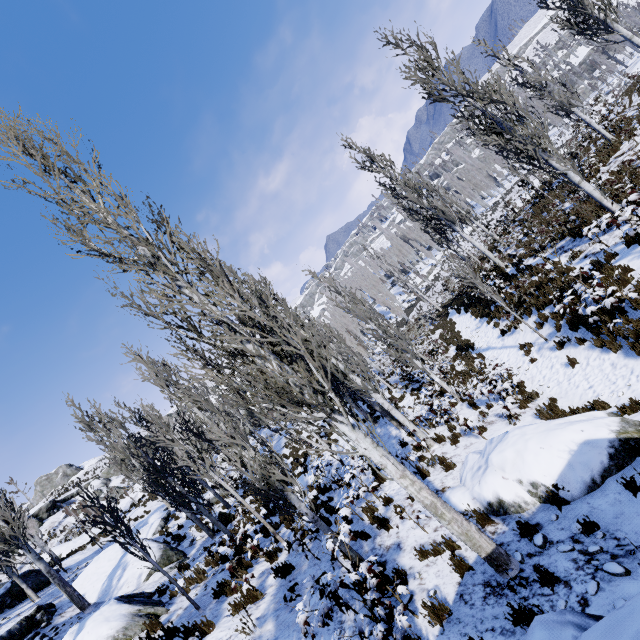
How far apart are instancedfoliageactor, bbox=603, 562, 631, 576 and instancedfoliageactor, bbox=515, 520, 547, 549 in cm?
92

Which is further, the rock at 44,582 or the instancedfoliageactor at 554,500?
the rock at 44,582

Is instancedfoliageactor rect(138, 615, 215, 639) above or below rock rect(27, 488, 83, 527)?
below

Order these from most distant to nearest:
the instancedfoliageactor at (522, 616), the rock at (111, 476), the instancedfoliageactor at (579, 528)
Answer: the rock at (111, 476) → the instancedfoliageactor at (579, 528) → the instancedfoliageactor at (522, 616)

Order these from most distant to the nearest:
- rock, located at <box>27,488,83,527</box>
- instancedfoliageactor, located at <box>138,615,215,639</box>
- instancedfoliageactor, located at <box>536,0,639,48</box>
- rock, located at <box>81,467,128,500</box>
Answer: rock, located at <box>81,467,128,500</box> → rock, located at <box>27,488,83,527</box> → instancedfoliageactor, located at <box>536,0,639,48</box> → instancedfoliageactor, located at <box>138,615,215,639</box>

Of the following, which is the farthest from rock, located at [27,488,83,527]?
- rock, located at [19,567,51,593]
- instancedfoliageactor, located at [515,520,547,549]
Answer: instancedfoliageactor, located at [515,520,547,549]

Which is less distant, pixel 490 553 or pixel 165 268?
pixel 490 553

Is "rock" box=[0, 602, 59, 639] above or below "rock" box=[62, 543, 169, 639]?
above
